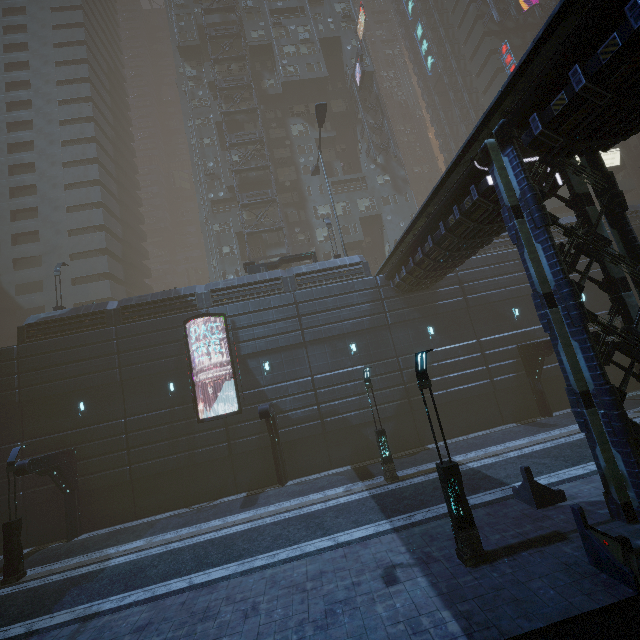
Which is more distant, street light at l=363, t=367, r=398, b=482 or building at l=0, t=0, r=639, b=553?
street light at l=363, t=367, r=398, b=482

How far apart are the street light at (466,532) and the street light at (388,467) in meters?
6.7 m

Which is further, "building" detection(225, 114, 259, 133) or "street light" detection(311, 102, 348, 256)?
"building" detection(225, 114, 259, 133)

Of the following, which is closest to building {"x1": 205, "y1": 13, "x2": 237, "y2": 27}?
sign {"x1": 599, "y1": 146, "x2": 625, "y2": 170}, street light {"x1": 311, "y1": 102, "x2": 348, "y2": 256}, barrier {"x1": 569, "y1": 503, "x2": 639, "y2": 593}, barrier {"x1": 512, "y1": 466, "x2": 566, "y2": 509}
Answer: sign {"x1": 599, "y1": 146, "x2": 625, "y2": 170}

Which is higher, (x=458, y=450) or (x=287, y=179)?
(x=287, y=179)

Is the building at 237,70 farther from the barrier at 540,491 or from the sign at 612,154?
the barrier at 540,491

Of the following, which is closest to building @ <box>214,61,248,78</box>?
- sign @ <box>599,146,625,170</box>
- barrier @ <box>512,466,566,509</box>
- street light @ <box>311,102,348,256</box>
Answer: sign @ <box>599,146,625,170</box>

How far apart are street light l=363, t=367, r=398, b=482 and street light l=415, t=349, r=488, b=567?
6.7m
